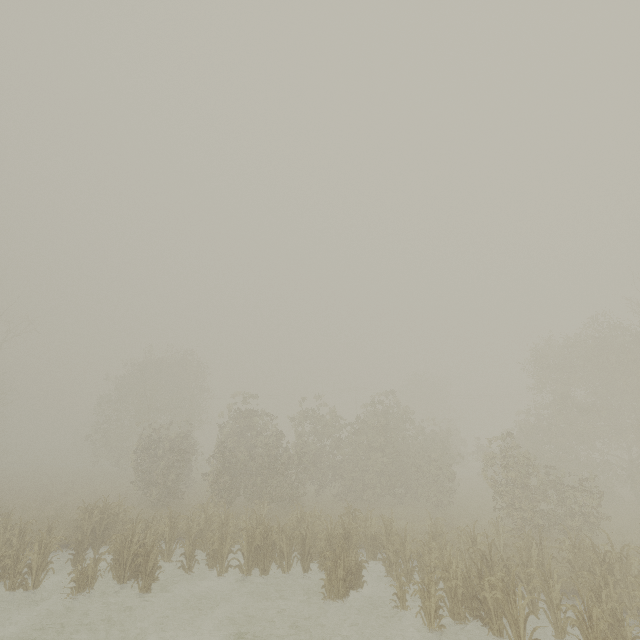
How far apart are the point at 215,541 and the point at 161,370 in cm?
2700
